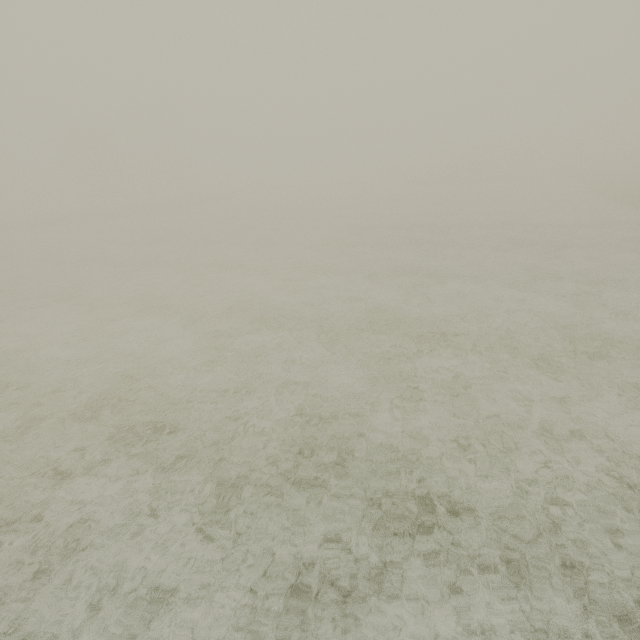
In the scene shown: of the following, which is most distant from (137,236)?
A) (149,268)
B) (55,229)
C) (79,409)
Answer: (79,409)
